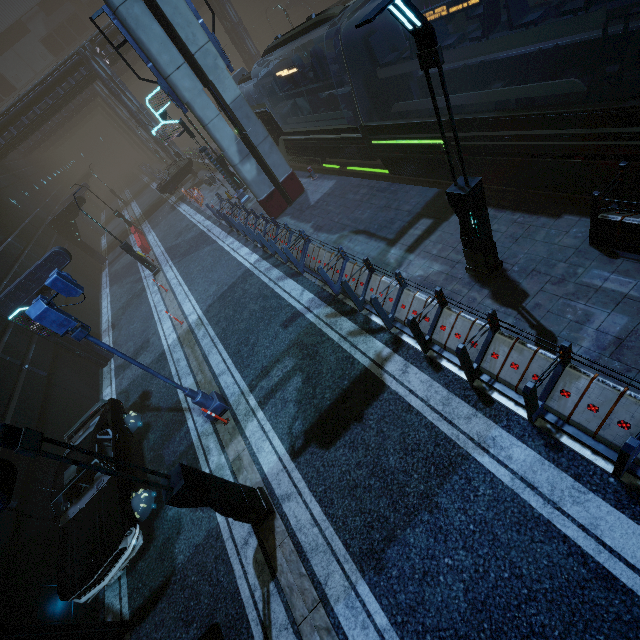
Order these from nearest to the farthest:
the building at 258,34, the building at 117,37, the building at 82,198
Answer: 1. the building at 82,198
2. the building at 117,37
3. the building at 258,34

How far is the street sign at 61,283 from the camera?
6.3m

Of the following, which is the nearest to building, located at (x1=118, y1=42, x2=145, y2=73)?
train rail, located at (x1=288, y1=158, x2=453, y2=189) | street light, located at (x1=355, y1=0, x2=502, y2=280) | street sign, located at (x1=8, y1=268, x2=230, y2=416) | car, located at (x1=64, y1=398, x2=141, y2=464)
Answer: train rail, located at (x1=288, y1=158, x2=453, y2=189)

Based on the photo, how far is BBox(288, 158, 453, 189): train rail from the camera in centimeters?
1275cm

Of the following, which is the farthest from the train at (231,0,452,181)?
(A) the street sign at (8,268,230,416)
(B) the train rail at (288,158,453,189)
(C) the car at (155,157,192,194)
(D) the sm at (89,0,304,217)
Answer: (A) the street sign at (8,268,230,416)

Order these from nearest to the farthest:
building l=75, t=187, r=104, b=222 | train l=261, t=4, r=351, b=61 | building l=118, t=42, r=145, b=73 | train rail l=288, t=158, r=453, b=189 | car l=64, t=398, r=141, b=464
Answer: car l=64, t=398, r=141, b=464, train l=261, t=4, r=351, b=61, train rail l=288, t=158, r=453, b=189, building l=75, t=187, r=104, b=222, building l=118, t=42, r=145, b=73

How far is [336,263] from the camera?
10.0m

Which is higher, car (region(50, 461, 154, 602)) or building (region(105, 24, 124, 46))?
building (region(105, 24, 124, 46))
